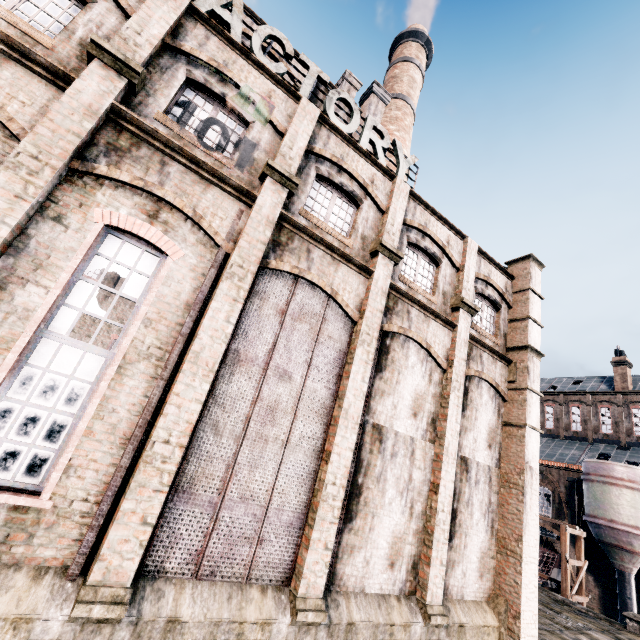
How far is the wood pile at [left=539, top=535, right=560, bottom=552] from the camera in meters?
35.8 m

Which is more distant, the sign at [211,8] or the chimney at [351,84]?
the chimney at [351,84]

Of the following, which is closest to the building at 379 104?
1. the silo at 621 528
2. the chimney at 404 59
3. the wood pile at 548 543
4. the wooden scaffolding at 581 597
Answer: the silo at 621 528

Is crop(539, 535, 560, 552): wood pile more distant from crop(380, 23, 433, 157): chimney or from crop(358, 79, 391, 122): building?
crop(380, 23, 433, 157): chimney

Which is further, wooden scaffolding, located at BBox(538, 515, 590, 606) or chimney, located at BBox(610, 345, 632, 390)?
chimney, located at BBox(610, 345, 632, 390)

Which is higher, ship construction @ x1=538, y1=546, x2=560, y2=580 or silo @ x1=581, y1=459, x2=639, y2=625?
silo @ x1=581, y1=459, x2=639, y2=625

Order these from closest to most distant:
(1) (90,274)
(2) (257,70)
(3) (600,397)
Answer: (2) (257,70) → (1) (90,274) → (3) (600,397)

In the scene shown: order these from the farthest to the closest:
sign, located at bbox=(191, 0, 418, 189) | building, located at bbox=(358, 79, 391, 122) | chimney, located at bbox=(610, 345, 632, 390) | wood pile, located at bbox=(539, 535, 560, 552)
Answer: chimney, located at bbox=(610, 345, 632, 390) → wood pile, located at bbox=(539, 535, 560, 552) → building, located at bbox=(358, 79, 391, 122) → sign, located at bbox=(191, 0, 418, 189)
